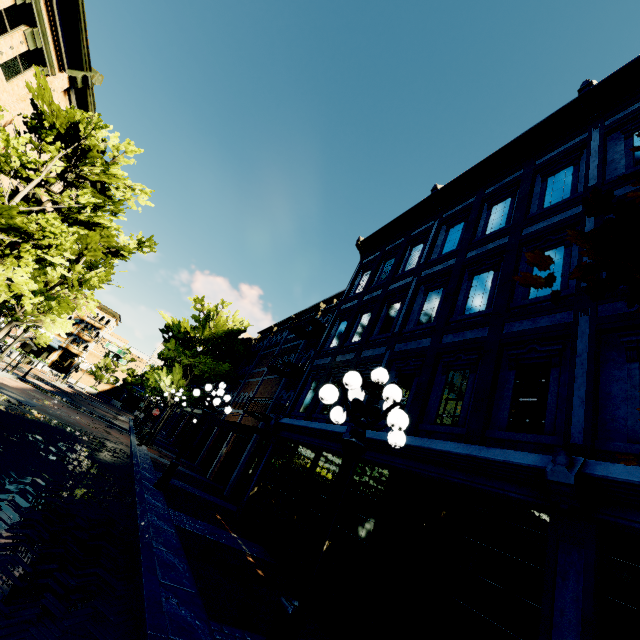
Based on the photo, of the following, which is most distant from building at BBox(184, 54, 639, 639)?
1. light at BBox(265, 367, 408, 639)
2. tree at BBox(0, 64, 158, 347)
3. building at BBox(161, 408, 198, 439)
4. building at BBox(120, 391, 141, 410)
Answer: building at BBox(120, 391, 141, 410)

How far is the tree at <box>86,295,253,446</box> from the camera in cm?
2089

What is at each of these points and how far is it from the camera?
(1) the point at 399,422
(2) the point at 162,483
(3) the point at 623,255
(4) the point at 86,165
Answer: (1) light, 3.6 meters
(2) light, 9.8 meters
(3) tree, 1.8 meters
(4) tree, 13.0 meters

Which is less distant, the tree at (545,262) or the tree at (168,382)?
the tree at (545,262)

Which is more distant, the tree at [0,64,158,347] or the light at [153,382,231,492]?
the tree at [0,64,158,347]

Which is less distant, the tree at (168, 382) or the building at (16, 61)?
the building at (16, 61)

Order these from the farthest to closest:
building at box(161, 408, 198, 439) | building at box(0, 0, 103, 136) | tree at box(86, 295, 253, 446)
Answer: building at box(161, 408, 198, 439)
tree at box(86, 295, 253, 446)
building at box(0, 0, 103, 136)

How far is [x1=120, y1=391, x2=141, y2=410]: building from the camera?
55.5m
